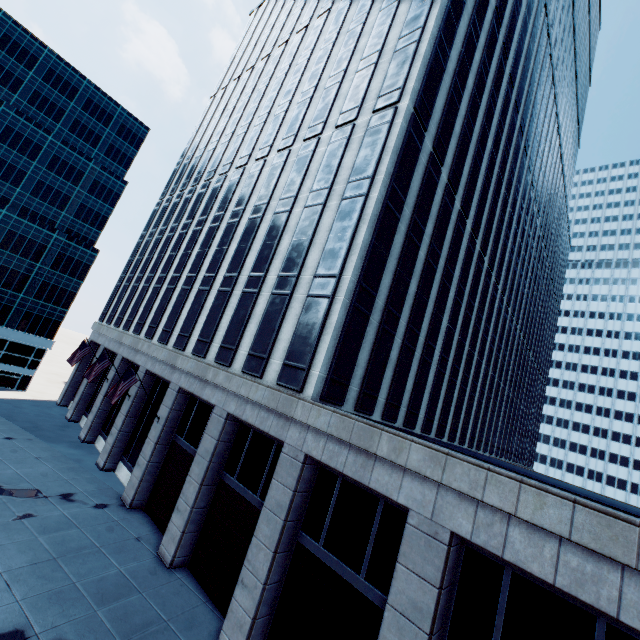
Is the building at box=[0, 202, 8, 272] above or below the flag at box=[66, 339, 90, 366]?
above

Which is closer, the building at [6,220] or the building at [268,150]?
the building at [268,150]

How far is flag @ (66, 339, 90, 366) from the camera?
27.3m

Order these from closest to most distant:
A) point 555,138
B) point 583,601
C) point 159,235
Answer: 1. point 583,601
2. point 159,235
3. point 555,138

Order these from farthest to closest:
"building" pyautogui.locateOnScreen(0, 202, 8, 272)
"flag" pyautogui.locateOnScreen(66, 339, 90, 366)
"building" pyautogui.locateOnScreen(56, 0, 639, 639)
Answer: "building" pyautogui.locateOnScreen(0, 202, 8, 272) → "flag" pyautogui.locateOnScreen(66, 339, 90, 366) → "building" pyautogui.locateOnScreen(56, 0, 639, 639)

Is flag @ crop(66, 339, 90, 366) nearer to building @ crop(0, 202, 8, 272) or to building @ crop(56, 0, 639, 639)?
building @ crop(56, 0, 639, 639)

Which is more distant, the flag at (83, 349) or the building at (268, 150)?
the flag at (83, 349)
